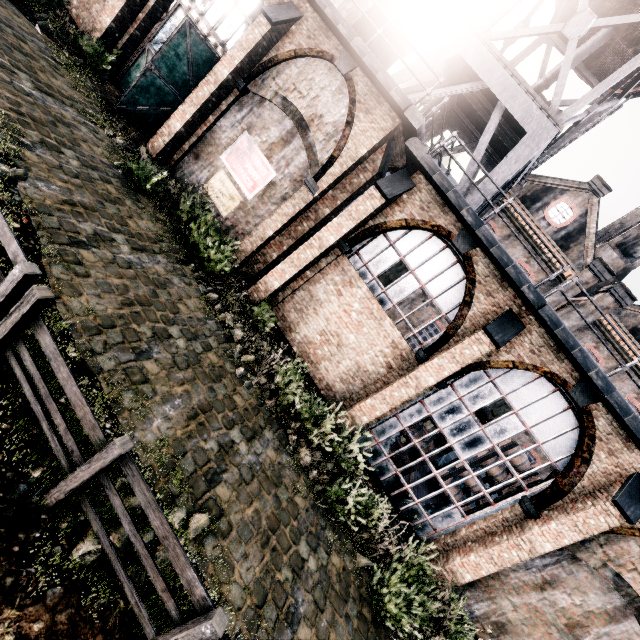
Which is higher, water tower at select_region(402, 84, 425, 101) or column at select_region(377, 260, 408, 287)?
water tower at select_region(402, 84, 425, 101)

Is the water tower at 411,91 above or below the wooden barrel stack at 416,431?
above

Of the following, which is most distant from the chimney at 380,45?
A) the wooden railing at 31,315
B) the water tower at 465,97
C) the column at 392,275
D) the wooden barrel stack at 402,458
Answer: the wooden barrel stack at 402,458

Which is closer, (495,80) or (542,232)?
(495,80)

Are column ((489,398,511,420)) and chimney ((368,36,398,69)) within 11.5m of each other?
no

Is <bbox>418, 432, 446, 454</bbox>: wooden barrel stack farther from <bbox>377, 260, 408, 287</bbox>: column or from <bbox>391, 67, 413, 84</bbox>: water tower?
<bbox>391, 67, 413, 84</bbox>: water tower

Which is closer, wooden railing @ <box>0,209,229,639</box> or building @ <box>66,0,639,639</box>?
wooden railing @ <box>0,209,229,639</box>

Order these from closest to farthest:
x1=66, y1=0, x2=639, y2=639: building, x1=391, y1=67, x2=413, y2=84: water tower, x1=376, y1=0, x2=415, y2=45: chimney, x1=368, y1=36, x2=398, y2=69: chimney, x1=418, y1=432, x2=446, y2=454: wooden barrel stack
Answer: x1=66, y1=0, x2=639, y2=639: building → x1=418, y1=432, x2=446, y2=454: wooden barrel stack → x1=391, y1=67, x2=413, y2=84: water tower → x1=376, y1=0, x2=415, y2=45: chimney → x1=368, y1=36, x2=398, y2=69: chimney
